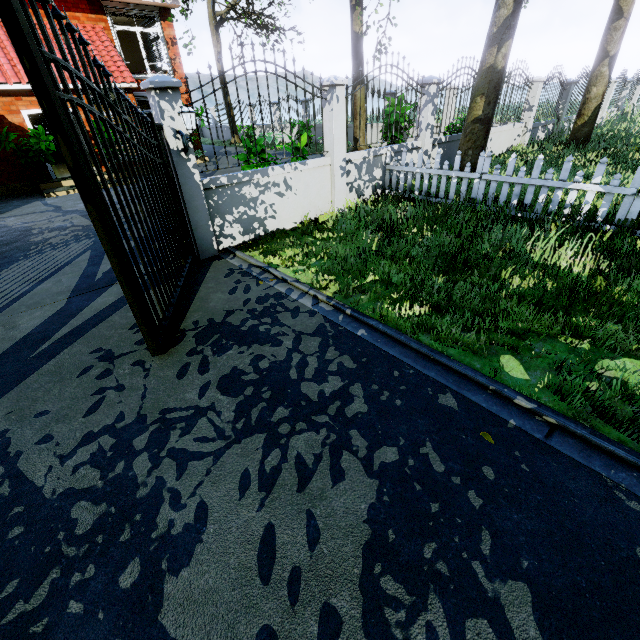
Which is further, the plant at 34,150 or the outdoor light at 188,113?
the plant at 34,150

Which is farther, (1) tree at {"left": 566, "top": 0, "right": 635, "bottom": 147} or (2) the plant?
(2) the plant

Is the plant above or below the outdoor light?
below

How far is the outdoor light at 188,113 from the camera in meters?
4.6

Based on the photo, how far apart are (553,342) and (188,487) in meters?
3.6

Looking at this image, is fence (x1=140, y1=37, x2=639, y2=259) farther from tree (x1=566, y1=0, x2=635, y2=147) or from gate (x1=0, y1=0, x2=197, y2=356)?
tree (x1=566, y1=0, x2=635, y2=147)

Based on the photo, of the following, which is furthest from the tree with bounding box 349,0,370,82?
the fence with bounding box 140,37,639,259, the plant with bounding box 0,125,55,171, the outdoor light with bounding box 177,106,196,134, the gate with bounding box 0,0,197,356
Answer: the plant with bounding box 0,125,55,171

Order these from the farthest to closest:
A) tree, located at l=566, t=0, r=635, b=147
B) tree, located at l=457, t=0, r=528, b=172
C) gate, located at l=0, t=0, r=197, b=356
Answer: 1. tree, located at l=566, t=0, r=635, b=147
2. tree, located at l=457, t=0, r=528, b=172
3. gate, located at l=0, t=0, r=197, b=356
